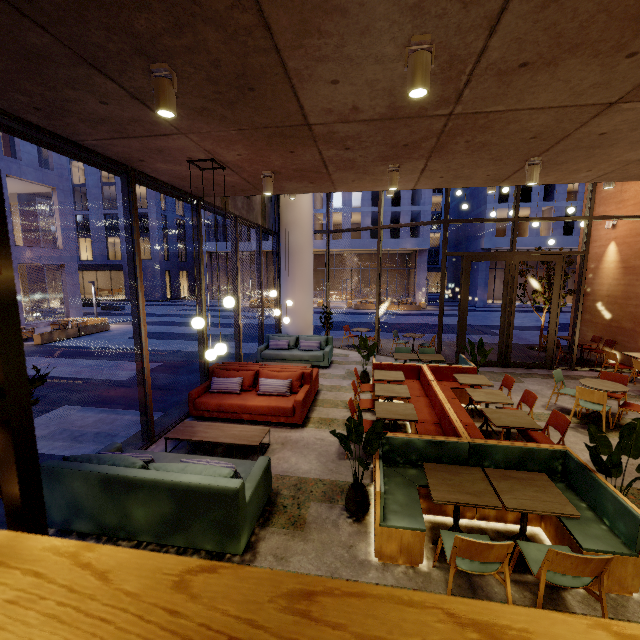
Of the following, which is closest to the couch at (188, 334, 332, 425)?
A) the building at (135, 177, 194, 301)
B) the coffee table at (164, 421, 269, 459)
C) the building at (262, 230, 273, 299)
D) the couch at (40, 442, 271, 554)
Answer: the coffee table at (164, 421, 269, 459)

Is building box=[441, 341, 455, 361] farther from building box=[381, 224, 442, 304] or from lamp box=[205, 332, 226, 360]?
building box=[381, 224, 442, 304]

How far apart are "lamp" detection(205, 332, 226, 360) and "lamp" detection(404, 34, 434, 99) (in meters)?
3.17

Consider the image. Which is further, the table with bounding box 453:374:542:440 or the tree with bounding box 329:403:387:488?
the table with bounding box 453:374:542:440

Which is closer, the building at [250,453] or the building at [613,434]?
the building at [250,453]

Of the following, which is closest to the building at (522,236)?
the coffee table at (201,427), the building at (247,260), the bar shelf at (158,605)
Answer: the building at (247,260)

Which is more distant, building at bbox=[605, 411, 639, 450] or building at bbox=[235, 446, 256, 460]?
building at bbox=[605, 411, 639, 450]

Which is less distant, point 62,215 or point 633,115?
point 633,115
